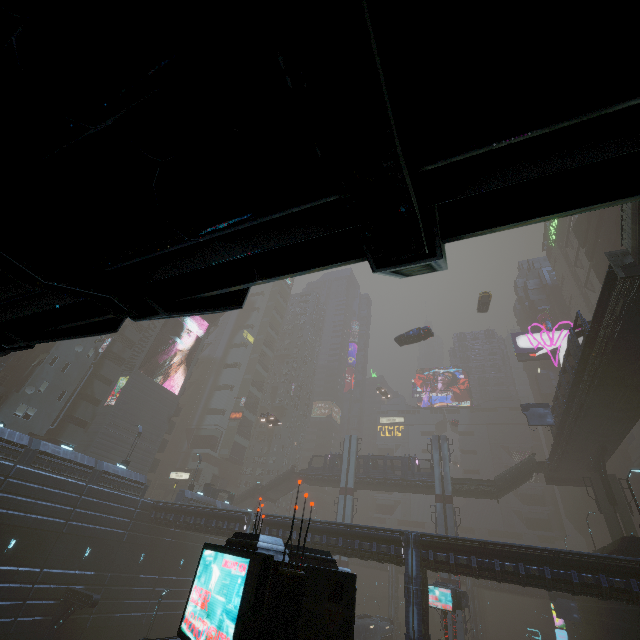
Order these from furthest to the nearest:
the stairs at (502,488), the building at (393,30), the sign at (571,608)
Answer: the stairs at (502,488), the sign at (571,608), the building at (393,30)

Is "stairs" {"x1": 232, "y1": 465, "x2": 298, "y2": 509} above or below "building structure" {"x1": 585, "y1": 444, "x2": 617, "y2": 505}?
below

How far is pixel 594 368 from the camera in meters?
23.2

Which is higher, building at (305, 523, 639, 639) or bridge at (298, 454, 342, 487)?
bridge at (298, 454, 342, 487)

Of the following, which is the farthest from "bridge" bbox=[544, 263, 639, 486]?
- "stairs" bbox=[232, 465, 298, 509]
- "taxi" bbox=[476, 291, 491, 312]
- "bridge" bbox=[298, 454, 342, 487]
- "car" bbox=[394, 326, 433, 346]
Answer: "stairs" bbox=[232, 465, 298, 509]

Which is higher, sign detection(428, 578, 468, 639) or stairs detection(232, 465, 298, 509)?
stairs detection(232, 465, 298, 509)

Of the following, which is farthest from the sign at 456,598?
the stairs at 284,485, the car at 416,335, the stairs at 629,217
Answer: the stairs at 284,485

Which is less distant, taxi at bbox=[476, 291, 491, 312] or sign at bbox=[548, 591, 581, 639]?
sign at bbox=[548, 591, 581, 639]
